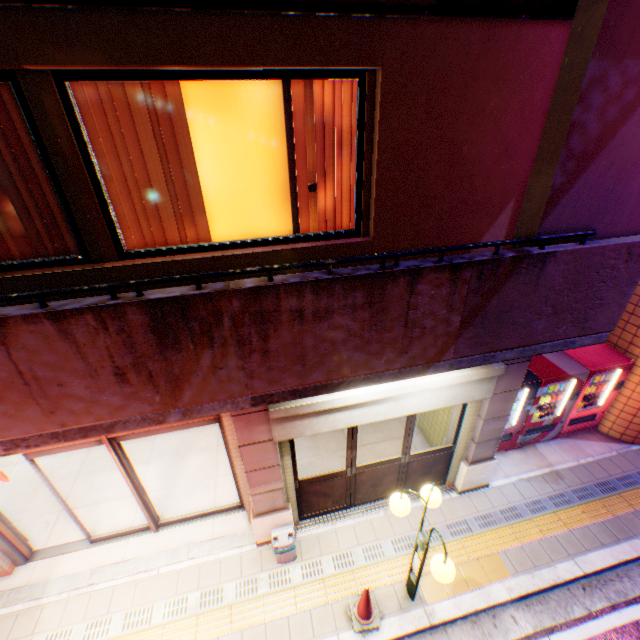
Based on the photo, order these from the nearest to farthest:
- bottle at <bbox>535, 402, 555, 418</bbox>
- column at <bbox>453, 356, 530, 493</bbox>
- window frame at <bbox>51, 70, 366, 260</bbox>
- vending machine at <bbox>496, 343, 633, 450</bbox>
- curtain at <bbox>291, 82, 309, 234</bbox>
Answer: window frame at <bbox>51, 70, 366, 260</bbox>
curtain at <bbox>291, 82, 309, 234</bbox>
column at <bbox>453, 356, 530, 493</bbox>
vending machine at <bbox>496, 343, 633, 450</bbox>
bottle at <bbox>535, 402, 555, 418</bbox>

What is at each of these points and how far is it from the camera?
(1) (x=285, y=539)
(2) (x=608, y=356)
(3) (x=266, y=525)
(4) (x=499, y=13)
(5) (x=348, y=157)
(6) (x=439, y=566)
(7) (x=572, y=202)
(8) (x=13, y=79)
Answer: (1) trash box, 5.22m
(2) vending machine, 6.79m
(3) column, 5.51m
(4) balcony, 2.97m
(5) curtain, 3.66m
(6) street lamp, 3.75m
(7) pylon, 2.78m
(8) window frame, 2.60m

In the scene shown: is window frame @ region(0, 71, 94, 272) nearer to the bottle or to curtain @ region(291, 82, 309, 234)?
curtain @ region(291, 82, 309, 234)

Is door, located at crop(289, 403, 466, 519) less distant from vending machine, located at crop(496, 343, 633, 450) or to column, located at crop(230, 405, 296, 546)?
column, located at crop(230, 405, 296, 546)

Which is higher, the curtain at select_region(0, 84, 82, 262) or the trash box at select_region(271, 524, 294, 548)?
the curtain at select_region(0, 84, 82, 262)

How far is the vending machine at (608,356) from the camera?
6.4 meters

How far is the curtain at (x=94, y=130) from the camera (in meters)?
2.99

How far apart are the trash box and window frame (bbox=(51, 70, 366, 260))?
4.6 meters
